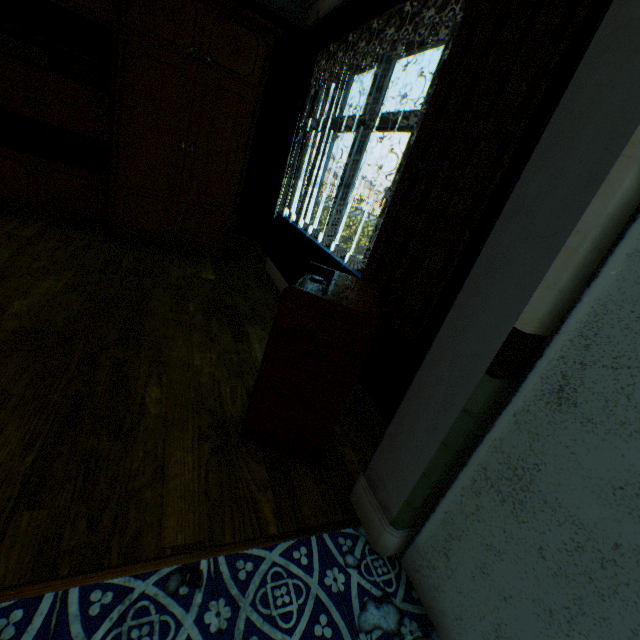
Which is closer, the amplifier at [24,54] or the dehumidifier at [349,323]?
the dehumidifier at [349,323]

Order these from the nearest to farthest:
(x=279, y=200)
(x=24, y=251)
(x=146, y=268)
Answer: (x=24, y=251), (x=146, y=268), (x=279, y=200)

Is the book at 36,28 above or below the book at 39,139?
above

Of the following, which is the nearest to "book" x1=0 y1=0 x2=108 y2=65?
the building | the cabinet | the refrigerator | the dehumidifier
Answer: the cabinet

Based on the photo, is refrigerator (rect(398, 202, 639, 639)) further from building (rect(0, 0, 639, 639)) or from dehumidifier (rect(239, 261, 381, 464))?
dehumidifier (rect(239, 261, 381, 464))

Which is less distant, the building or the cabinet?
the building

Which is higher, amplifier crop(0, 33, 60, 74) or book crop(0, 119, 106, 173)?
amplifier crop(0, 33, 60, 74)

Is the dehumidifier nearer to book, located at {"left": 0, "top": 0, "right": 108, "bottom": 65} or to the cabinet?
the cabinet
